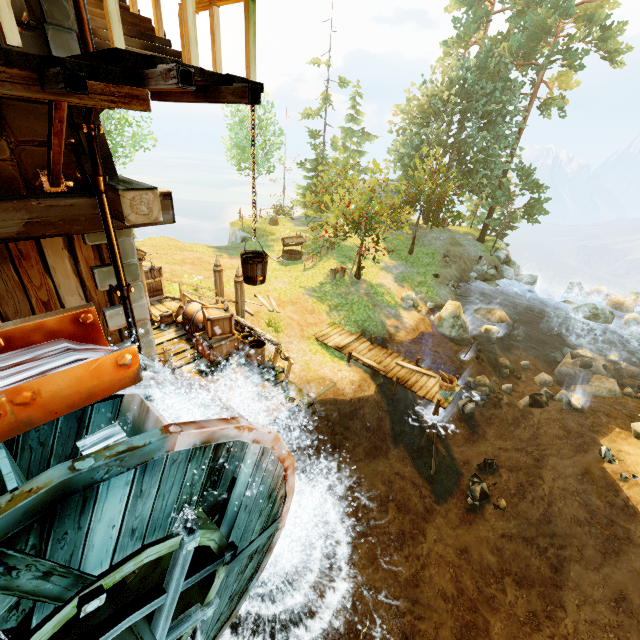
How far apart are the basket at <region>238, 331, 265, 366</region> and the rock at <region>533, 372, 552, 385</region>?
16.20m

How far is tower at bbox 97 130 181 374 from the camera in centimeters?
428cm

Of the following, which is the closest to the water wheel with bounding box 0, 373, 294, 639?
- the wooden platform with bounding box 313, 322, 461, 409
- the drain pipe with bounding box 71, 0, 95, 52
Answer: the drain pipe with bounding box 71, 0, 95, 52

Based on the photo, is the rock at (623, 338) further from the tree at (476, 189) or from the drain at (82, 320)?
the drain at (82, 320)

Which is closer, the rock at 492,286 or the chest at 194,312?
the chest at 194,312

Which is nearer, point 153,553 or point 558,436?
point 153,553

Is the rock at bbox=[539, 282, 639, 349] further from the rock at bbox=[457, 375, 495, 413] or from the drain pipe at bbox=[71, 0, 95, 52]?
the drain pipe at bbox=[71, 0, 95, 52]

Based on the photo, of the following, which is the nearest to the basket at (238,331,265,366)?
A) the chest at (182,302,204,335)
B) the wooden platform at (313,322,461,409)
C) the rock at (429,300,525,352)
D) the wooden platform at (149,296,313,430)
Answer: the wooden platform at (149,296,313,430)
